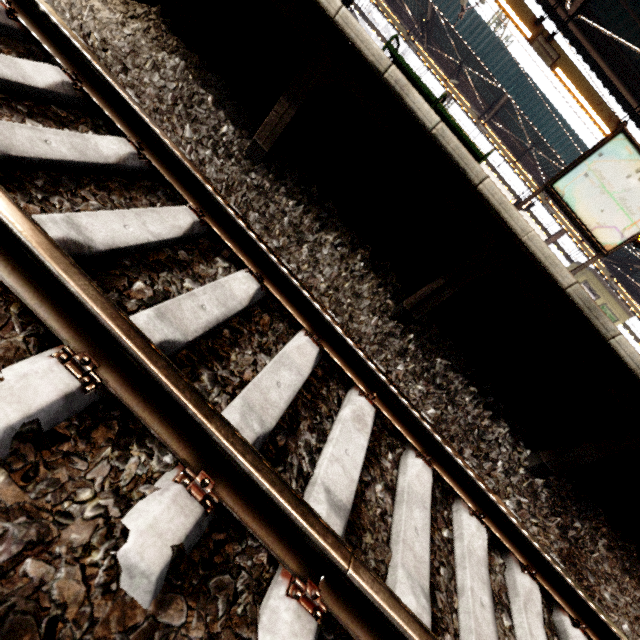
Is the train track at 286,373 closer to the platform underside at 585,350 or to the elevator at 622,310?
the platform underside at 585,350

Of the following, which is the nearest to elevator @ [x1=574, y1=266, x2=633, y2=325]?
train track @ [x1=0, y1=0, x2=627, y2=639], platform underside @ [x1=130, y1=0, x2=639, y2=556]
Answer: platform underside @ [x1=130, y1=0, x2=639, y2=556]

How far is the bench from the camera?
5.0m

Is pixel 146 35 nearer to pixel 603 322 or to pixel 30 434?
pixel 30 434

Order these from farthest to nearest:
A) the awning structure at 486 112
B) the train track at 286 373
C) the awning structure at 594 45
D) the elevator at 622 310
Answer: the elevator at 622 310 → the awning structure at 486 112 → the awning structure at 594 45 → the train track at 286 373

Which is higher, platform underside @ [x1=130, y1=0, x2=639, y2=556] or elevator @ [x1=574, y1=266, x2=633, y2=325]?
elevator @ [x1=574, y1=266, x2=633, y2=325]

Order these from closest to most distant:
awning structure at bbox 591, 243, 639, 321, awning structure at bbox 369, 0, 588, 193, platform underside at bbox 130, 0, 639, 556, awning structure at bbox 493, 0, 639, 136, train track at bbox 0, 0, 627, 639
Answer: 1. train track at bbox 0, 0, 627, 639
2. platform underside at bbox 130, 0, 639, 556
3. awning structure at bbox 493, 0, 639, 136
4. awning structure at bbox 369, 0, 588, 193
5. awning structure at bbox 591, 243, 639, 321

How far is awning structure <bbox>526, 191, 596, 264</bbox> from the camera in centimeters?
1509cm
